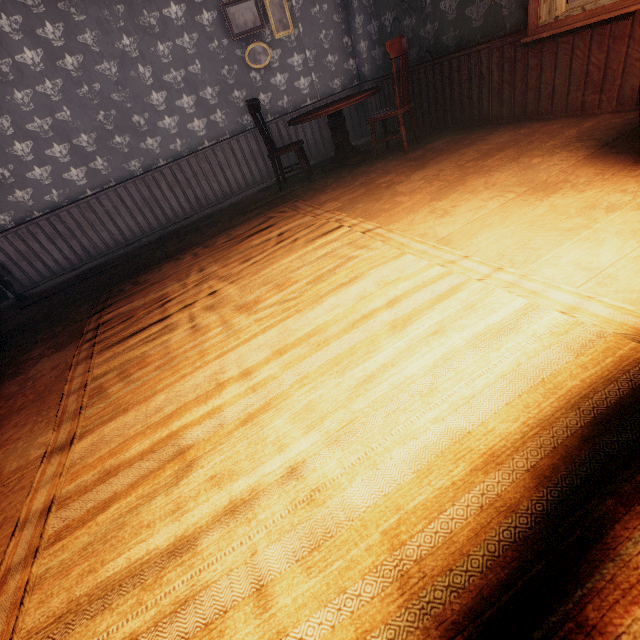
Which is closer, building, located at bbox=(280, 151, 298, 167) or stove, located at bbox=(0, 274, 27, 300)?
stove, located at bbox=(0, 274, 27, 300)

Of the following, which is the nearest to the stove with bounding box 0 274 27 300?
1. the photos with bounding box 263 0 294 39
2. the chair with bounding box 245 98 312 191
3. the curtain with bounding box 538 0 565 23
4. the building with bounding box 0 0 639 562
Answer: the building with bounding box 0 0 639 562

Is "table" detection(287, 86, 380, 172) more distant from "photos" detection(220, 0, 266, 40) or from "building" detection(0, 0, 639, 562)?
"photos" detection(220, 0, 266, 40)

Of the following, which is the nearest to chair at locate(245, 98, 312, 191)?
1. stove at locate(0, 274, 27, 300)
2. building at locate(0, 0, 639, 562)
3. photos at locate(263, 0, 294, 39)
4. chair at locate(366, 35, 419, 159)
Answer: building at locate(0, 0, 639, 562)

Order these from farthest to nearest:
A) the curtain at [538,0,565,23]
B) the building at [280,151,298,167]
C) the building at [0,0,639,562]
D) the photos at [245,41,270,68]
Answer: the building at [280,151,298,167], the photos at [245,41,270,68], the curtain at [538,0,565,23], the building at [0,0,639,562]

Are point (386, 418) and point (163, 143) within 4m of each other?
no

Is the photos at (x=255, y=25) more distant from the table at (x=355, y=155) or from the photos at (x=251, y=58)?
the table at (x=355, y=155)

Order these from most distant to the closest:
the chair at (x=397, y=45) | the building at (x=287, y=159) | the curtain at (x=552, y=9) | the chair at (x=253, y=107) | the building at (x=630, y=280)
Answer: the building at (x=287, y=159) → the chair at (x=253, y=107) → the chair at (x=397, y=45) → the curtain at (x=552, y=9) → the building at (x=630, y=280)
